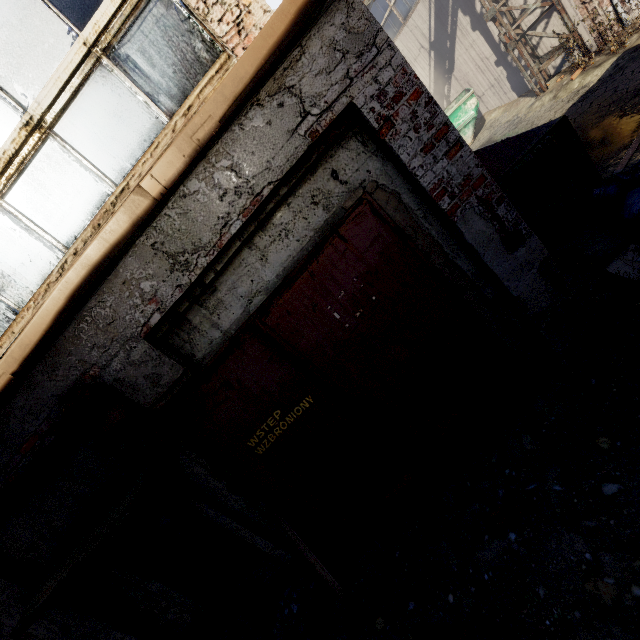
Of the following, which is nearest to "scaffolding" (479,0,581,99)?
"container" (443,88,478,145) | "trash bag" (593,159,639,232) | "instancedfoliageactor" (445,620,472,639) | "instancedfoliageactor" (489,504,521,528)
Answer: "container" (443,88,478,145)

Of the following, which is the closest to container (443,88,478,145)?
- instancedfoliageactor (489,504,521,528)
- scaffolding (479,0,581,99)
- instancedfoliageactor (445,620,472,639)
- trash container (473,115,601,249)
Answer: scaffolding (479,0,581,99)

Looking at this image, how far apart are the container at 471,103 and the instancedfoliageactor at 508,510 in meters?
12.4

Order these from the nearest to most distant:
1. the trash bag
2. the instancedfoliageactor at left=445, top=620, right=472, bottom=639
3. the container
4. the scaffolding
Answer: the instancedfoliageactor at left=445, top=620, right=472, bottom=639 → the trash bag → the scaffolding → the container

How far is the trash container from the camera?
4.1 meters

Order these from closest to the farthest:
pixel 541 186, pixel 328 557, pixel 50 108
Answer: pixel 50 108 → pixel 328 557 → pixel 541 186

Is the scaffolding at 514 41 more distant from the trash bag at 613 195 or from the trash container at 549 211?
the trash bag at 613 195

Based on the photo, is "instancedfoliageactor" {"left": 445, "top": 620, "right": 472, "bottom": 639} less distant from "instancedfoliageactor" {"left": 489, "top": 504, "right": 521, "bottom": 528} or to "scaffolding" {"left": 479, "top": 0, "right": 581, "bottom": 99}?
"instancedfoliageactor" {"left": 489, "top": 504, "right": 521, "bottom": 528}
